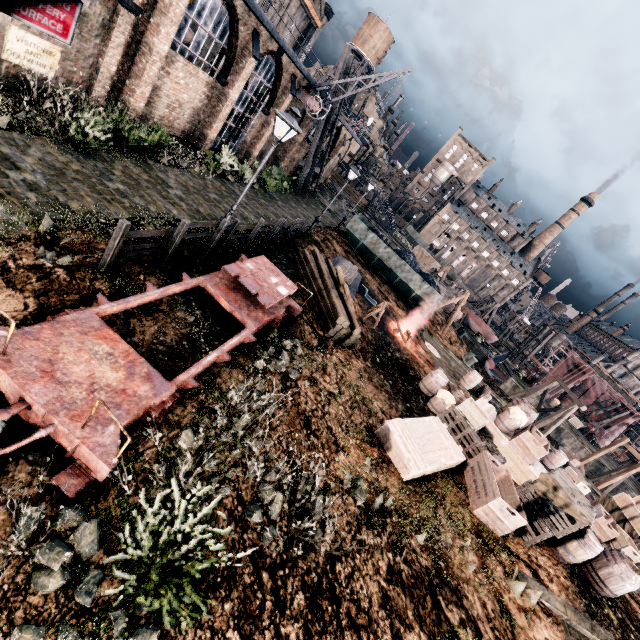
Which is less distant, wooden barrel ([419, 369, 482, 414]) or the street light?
the street light

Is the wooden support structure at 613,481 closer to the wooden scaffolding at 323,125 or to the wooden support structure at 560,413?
the wooden support structure at 560,413

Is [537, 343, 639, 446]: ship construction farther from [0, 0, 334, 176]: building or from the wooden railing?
the wooden railing

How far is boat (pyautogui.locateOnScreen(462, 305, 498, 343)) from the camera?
43.2 meters

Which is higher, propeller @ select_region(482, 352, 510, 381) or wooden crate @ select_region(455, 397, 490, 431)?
wooden crate @ select_region(455, 397, 490, 431)

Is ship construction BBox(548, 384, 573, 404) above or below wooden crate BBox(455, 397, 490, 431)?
below

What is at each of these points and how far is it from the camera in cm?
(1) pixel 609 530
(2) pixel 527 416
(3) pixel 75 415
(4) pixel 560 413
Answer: (1) wooden crate, 1195
(2) wooden barrel, 1447
(3) rail car base, 467
(4) wooden support structure, 2877

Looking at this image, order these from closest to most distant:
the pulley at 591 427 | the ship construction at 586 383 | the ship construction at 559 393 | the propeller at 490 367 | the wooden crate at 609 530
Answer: the wooden crate at 609 530 < the propeller at 490 367 < the pulley at 591 427 < the ship construction at 586 383 < the ship construction at 559 393
